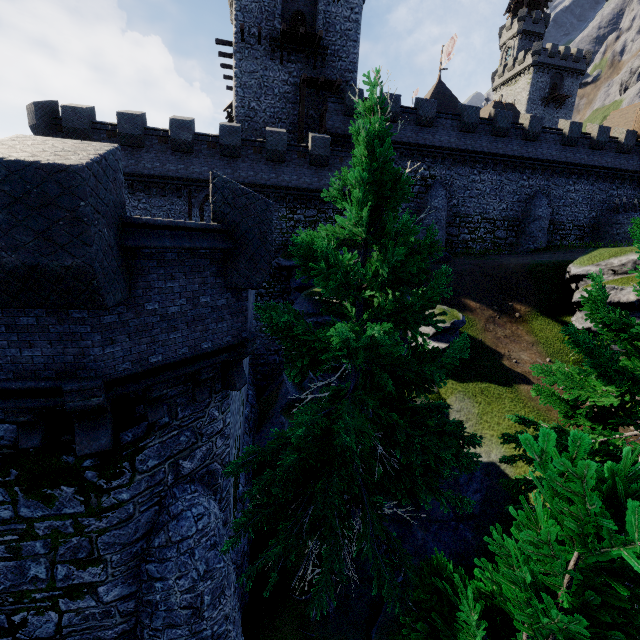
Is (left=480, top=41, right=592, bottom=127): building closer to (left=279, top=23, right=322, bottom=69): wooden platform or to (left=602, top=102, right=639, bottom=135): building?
(left=602, top=102, right=639, bottom=135): building

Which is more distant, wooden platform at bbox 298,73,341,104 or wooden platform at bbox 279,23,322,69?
wooden platform at bbox 298,73,341,104

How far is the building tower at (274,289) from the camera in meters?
24.5

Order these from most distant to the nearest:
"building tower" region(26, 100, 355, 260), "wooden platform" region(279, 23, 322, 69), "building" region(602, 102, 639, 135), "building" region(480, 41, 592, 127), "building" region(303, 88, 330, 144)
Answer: "building" region(480, 41, 592, 127), "building" region(602, 102, 639, 135), "building" region(303, 88, 330, 144), "wooden platform" region(279, 23, 322, 69), "building tower" region(26, 100, 355, 260)

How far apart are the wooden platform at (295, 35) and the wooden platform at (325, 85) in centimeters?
131cm

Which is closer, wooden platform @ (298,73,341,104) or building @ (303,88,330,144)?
wooden platform @ (298,73,341,104)

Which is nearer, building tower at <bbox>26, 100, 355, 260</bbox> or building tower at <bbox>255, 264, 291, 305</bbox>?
Answer: building tower at <bbox>26, 100, 355, 260</bbox>

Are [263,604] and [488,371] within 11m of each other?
no
